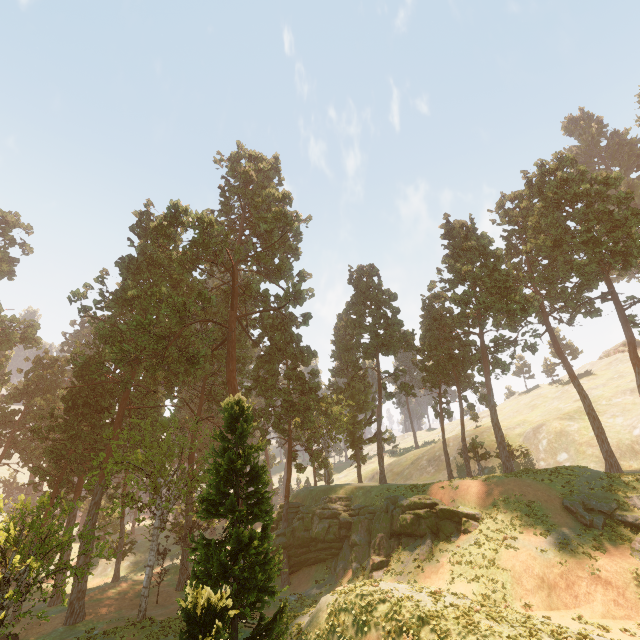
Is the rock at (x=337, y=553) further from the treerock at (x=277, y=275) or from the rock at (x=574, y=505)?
the rock at (x=574, y=505)

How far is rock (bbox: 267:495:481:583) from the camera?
25.39m

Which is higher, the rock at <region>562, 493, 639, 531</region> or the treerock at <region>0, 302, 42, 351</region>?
the treerock at <region>0, 302, 42, 351</region>

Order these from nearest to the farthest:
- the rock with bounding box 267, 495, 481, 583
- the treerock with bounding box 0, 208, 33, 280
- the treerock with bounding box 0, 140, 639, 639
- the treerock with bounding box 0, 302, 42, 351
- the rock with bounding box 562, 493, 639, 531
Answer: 1. the treerock with bounding box 0, 140, 639, 639
2. the rock with bounding box 562, 493, 639, 531
3. the rock with bounding box 267, 495, 481, 583
4. the treerock with bounding box 0, 302, 42, 351
5. the treerock with bounding box 0, 208, 33, 280

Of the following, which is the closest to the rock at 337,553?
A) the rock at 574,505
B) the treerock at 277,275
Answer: the treerock at 277,275

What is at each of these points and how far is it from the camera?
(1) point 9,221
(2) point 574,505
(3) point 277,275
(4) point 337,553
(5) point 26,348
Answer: (1) treerock, 55.3 meters
(2) rock, 22.6 meters
(3) treerock, 39.3 meters
(4) rock, 31.6 meters
(5) treerock, 53.6 meters

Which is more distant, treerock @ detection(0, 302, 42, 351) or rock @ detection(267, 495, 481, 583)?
treerock @ detection(0, 302, 42, 351)

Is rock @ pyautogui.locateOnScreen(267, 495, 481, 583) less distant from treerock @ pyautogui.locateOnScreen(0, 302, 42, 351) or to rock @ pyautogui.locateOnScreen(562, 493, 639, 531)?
treerock @ pyautogui.locateOnScreen(0, 302, 42, 351)
